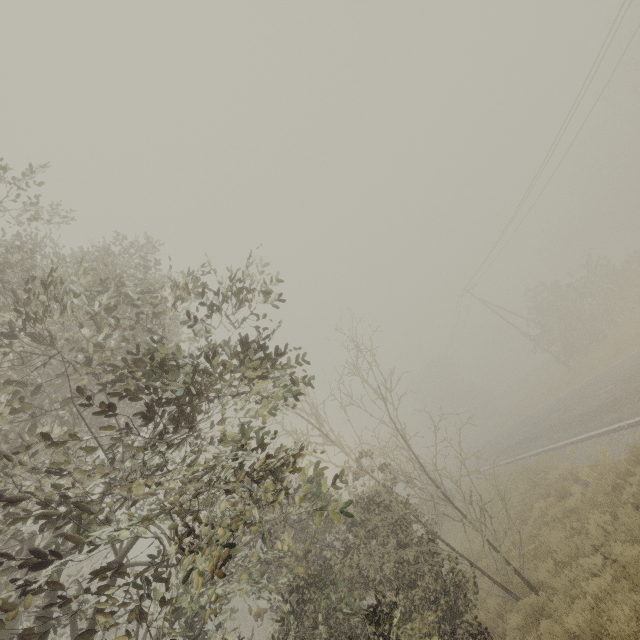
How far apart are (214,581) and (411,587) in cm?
582

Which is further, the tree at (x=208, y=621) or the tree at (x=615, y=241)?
the tree at (x=615, y=241)

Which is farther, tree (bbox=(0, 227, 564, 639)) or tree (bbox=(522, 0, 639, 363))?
tree (bbox=(522, 0, 639, 363))
